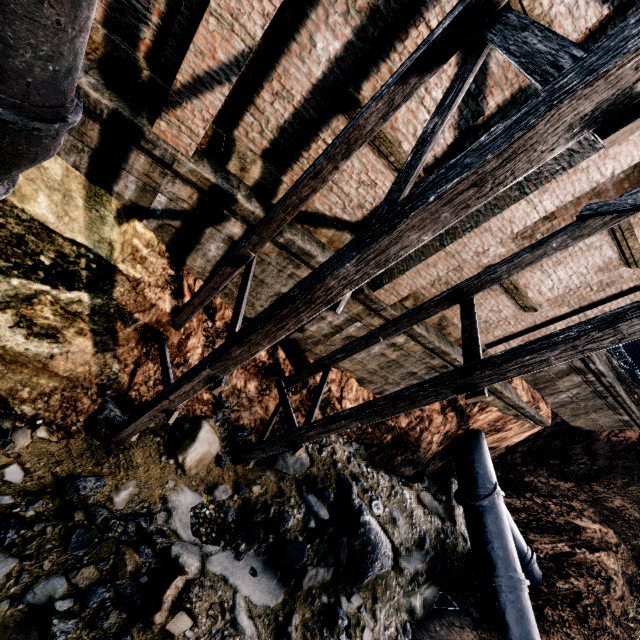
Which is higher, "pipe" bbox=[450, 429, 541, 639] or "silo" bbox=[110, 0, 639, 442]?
"silo" bbox=[110, 0, 639, 442]

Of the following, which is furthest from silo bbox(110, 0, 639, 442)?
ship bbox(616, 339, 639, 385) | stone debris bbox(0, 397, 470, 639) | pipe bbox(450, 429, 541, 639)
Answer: ship bbox(616, 339, 639, 385)

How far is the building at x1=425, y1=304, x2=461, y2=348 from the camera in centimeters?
1004cm

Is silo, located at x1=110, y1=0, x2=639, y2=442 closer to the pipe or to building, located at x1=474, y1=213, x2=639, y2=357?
building, located at x1=474, y1=213, x2=639, y2=357

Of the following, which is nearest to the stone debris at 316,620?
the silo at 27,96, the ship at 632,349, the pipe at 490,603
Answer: the silo at 27,96

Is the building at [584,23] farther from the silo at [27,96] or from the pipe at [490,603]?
the pipe at [490,603]

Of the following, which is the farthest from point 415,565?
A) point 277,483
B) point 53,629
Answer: point 53,629
